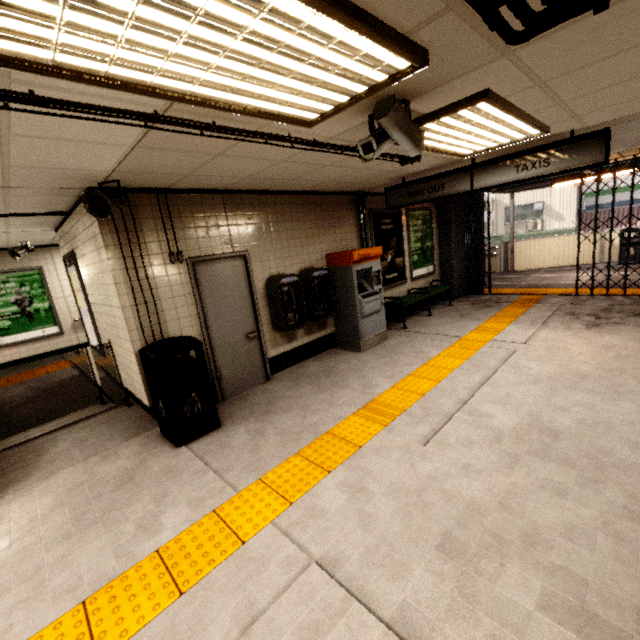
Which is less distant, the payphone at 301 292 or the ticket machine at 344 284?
the payphone at 301 292

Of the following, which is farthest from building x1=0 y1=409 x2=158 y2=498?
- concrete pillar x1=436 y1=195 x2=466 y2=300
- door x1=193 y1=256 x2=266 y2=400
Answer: concrete pillar x1=436 y1=195 x2=466 y2=300

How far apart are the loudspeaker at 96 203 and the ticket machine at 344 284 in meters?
3.4

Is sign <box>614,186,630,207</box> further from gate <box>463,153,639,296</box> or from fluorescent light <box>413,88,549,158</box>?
fluorescent light <box>413,88,549,158</box>

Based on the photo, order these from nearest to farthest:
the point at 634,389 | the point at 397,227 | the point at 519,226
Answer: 1. the point at 634,389
2. the point at 397,227
3. the point at 519,226

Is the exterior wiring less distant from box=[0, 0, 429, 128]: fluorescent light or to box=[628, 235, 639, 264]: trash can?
box=[0, 0, 429, 128]: fluorescent light

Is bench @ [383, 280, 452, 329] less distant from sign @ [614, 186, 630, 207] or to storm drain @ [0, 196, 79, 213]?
storm drain @ [0, 196, 79, 213]

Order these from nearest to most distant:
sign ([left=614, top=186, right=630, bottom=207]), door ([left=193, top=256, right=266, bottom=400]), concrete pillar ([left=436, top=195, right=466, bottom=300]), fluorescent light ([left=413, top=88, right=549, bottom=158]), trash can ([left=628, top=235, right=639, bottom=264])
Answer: fluorescent light ([left=413, top=88, right=549, bottom=158])
door ([left=193, top=256, right=266, bottom=400])
concrete pillar ([left=436, top=195, right=466, bottom=300])
trash can ([left=628, top=235, right=639, bottom=264])
sign ([left=614, top=186, right=630, bottom=207])
